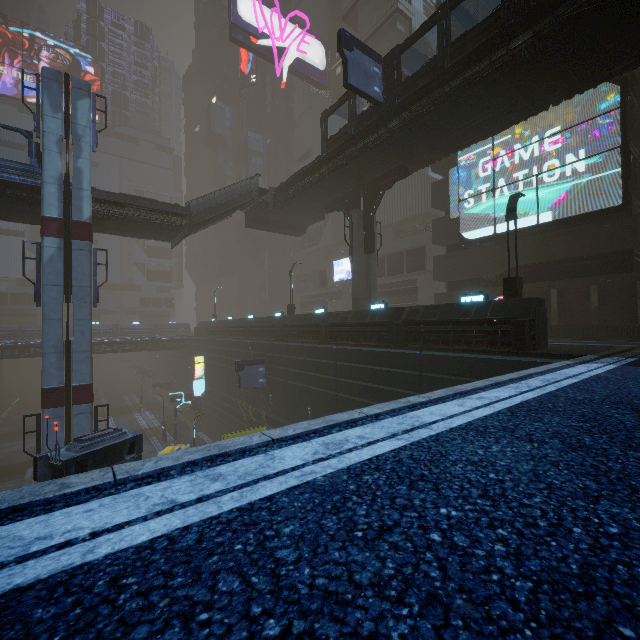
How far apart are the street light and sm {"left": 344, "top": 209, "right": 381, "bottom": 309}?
9.38m

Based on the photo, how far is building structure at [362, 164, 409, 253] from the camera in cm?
2009

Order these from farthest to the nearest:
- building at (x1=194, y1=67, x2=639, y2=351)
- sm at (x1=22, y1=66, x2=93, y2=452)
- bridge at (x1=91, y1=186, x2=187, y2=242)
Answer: bridge at (x1=91, y1=186, x2=187, y2=242) → sm at (x1=22, y1=66, x2=93, y2=452) → building at (x1=194, y1=67, x2=639, y2=351)

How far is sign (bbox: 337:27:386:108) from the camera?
15.0m

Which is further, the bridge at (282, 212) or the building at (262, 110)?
the building at (262, 110)

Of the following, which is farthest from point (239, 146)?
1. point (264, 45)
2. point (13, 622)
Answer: point (13, 622)

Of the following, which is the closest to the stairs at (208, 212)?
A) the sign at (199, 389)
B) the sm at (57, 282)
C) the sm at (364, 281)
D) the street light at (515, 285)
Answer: the sm at (57, 282)

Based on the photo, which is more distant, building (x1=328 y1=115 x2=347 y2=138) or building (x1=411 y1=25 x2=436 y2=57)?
building (x1=328 y1=115 x2=347 y2=138)
